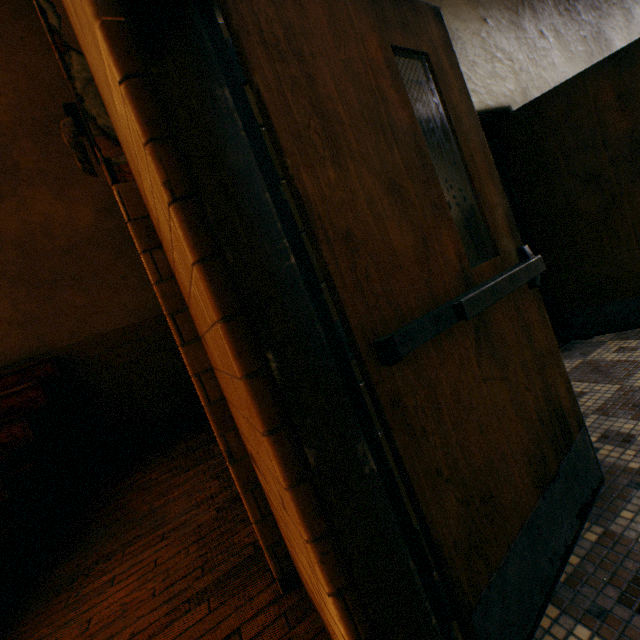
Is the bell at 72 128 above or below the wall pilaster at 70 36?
below

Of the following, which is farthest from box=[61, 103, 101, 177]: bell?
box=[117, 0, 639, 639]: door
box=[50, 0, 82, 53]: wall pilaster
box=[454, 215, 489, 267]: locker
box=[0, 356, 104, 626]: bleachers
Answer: box=[454, 215, 489, 267]: locker

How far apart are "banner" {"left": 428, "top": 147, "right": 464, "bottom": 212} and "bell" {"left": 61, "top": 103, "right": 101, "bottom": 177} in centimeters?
658cm

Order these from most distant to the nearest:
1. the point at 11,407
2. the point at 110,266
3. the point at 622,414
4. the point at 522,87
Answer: the point at 110,266 < the point at 11,407 < the point at 522,87 < the point at 622,414

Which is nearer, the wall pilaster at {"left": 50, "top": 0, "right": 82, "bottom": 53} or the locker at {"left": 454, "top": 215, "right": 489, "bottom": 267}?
the wall pilaster at {"left": 50, "top": 0, "right": 82, "bottom": 53}

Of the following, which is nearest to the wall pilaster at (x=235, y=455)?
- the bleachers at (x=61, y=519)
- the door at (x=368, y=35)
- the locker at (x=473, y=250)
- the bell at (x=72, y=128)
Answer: the bell at (x=72, y=128)

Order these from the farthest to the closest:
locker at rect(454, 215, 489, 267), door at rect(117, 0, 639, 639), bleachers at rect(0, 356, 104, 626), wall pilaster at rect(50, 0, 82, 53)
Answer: locker at rect(454, 215, 489, 267), bleachers at rect(0, 356, 104, 626), wall pilaster at rect(50, 0, 82, 53), door at rect(117, 0, 639, 639)

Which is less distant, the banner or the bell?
the bell
